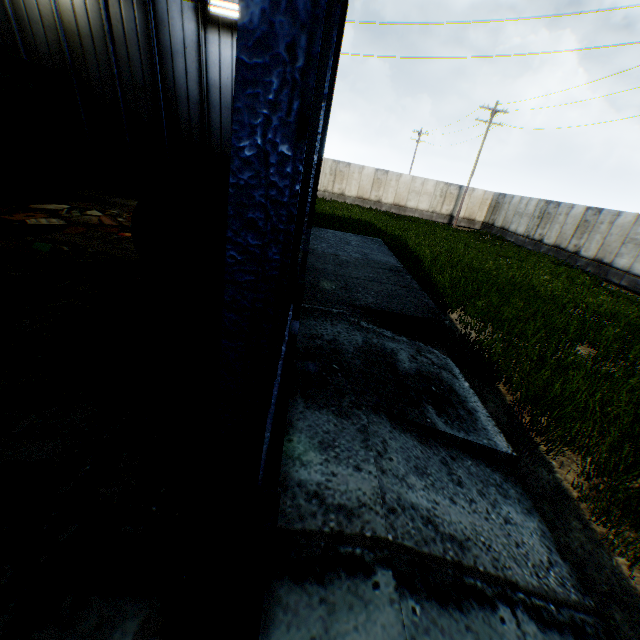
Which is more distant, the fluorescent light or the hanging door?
the fluorescent light

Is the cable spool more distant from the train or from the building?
the train

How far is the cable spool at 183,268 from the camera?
4.9 meters

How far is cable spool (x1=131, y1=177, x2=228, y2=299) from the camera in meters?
4.9

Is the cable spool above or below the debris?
above

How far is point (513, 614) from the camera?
2.4m

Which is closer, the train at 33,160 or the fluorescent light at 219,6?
the train at 33,160

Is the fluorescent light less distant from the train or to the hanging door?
the hanging door
